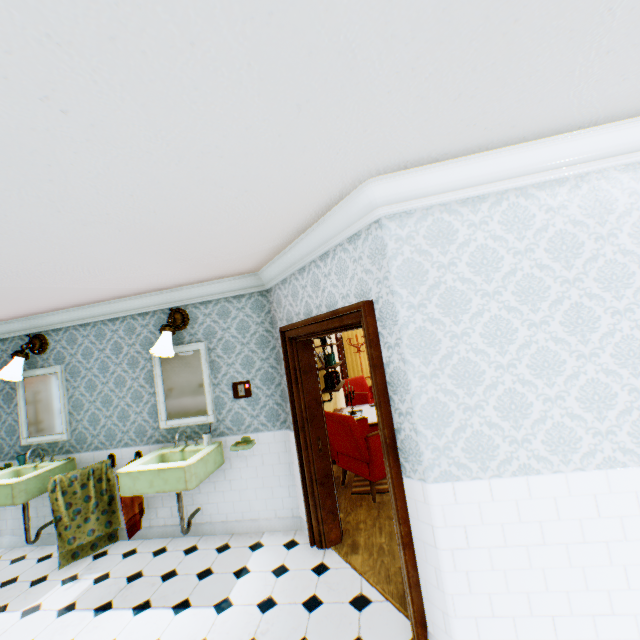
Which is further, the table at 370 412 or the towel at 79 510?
the table at 370 412

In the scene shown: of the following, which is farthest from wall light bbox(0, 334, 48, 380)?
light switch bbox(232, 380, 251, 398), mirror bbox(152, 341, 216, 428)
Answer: light switch bbox(232, 380, 251, 398)

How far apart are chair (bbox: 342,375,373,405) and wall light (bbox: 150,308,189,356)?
4.7 meters

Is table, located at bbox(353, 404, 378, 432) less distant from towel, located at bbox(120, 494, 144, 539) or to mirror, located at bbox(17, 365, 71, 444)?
towel, located at bbox(120, 494, 144, 539)

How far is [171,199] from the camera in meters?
2.0

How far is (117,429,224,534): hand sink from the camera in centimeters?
336cm

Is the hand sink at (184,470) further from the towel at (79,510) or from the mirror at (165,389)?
the towel at (79,510)

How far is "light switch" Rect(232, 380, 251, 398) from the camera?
4.1m
